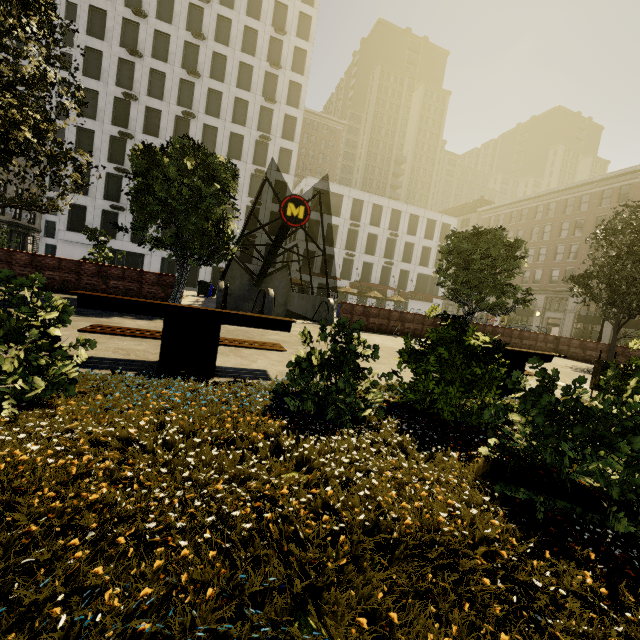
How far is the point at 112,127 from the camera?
34.3 meters

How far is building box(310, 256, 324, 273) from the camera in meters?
42.5 m

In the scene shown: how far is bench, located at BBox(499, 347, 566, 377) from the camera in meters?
5.8 m

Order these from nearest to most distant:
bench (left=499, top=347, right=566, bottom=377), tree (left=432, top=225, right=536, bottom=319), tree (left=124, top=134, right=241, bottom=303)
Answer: bench (left=499, top=347, right=566, bottom=377) < tree (left=124, top=134, right=241, bottom=303) < tree (left=432, top=225, right=536, bottom=319)

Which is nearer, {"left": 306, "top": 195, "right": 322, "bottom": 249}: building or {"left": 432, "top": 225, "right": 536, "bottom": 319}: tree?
{"left": 432, "top": 225, "right": 536, "bottom": 319}: tree

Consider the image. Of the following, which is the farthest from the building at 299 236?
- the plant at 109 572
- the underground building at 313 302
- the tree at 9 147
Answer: the plant at 109 572

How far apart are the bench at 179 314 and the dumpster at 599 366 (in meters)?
7.21

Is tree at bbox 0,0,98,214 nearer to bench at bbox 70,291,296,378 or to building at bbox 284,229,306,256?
bench at bbox 70,291,296,378
